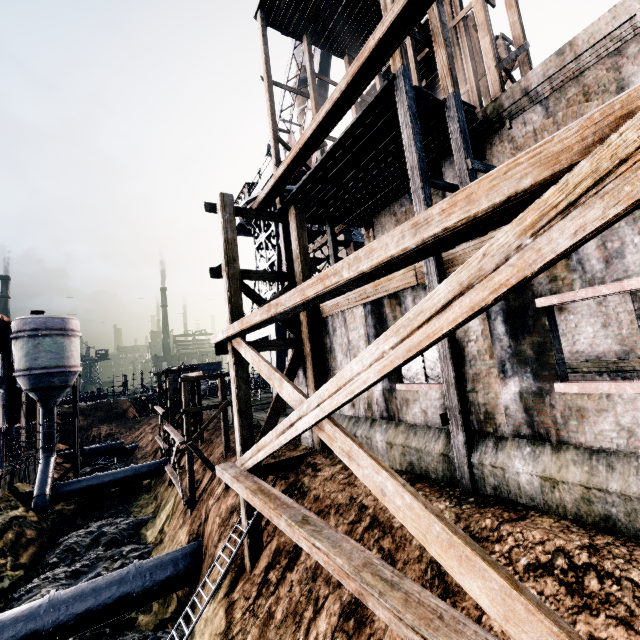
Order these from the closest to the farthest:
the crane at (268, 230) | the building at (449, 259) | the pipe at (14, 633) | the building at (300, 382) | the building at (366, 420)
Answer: the building at (449, 259) → the building at (366, 420) → the pipe at (14, 633) → the building at (300, 382) → the crane at (268, 230)

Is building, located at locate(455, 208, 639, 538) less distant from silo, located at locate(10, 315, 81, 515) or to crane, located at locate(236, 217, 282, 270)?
silo, located at locate(10, 315, 81, 515)

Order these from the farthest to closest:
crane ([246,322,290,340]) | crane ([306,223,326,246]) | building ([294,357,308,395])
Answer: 1. crane ([306,223,326,246])
2. crane ([246,322,290,340])
3. building ([294,357,308,395])

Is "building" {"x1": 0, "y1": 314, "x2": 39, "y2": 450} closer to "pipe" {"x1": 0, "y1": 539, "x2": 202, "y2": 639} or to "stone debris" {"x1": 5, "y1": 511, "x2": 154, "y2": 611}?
"pipe" {"x1": 0, "y1": 539, "x2": 202, "y2": 639}

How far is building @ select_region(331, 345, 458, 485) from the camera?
8.59m

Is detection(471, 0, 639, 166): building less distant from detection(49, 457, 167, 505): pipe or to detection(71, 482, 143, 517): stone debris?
detection(49, 457, 167, 505): pipe

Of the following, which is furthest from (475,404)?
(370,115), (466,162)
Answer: (370,115)

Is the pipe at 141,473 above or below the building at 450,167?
below
